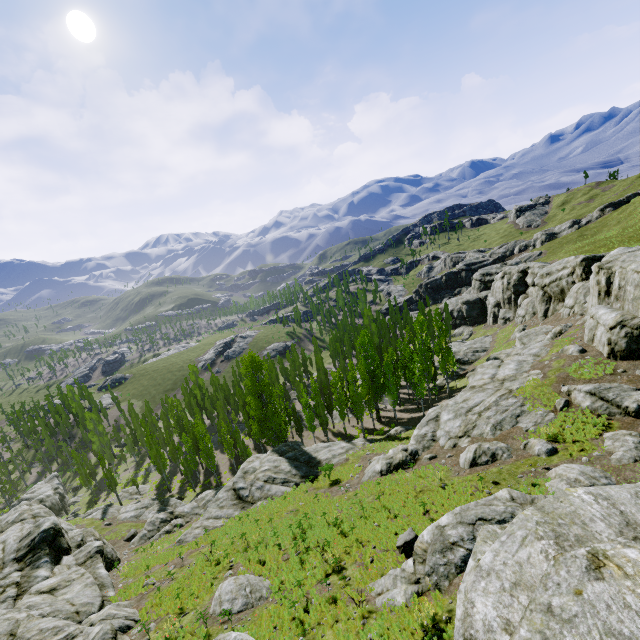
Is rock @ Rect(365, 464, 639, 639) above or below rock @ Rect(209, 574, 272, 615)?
above

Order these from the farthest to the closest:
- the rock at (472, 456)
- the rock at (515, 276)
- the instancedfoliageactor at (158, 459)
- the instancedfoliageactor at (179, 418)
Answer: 1. the instancedfoliageactor at (158, 459)
2. the instancedfoliageactor at (179, 418)
3. the rock at (515, 276)
4. the rock at (472, 456)

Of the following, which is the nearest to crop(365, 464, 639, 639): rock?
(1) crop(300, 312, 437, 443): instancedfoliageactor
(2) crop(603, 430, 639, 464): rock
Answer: (1) crop(300, 312, 437, 443): instancedfoliageactor

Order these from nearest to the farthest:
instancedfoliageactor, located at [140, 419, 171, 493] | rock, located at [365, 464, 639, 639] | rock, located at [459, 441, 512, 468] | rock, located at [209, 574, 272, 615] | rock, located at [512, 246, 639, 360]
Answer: rock, located at [365, 464, 639, 639], rock, located at [209, 574, 272, 615], rock, located at [459, 441, 512, 468], rock, located at [512, 246, 639, 360], instancedfoliageactor, located at [140, 419, 171, 493]

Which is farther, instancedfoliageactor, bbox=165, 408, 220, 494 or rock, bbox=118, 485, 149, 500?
rock, bbox=118, 485, 149, 500

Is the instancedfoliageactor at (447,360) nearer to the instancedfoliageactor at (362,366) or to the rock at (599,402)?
the instancedfoliageactor at (362,366)

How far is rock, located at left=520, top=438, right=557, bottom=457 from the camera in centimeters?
2003cm

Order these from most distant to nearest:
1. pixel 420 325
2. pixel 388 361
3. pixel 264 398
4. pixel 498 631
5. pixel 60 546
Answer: pixel 388 361
pixel 264 398
pixel 420 325
pixel 60 546
pixel 498 631
